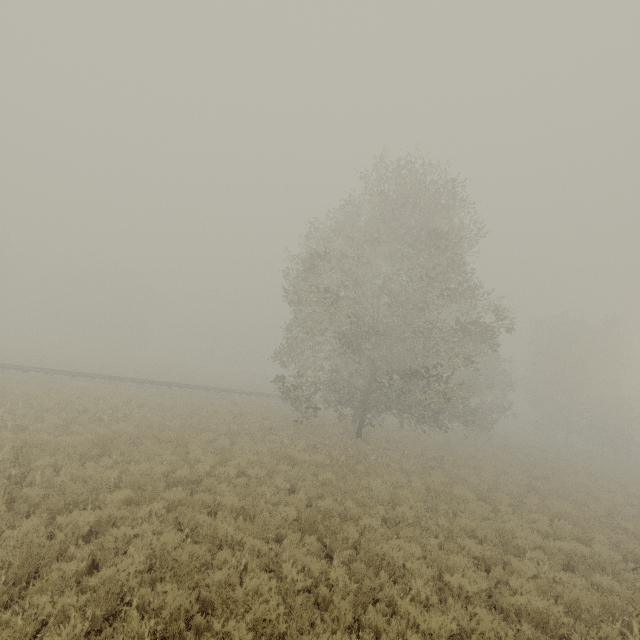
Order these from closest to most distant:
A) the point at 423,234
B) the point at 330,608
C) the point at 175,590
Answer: the point at 175,590, the point at 330,608, the point at 423,234
